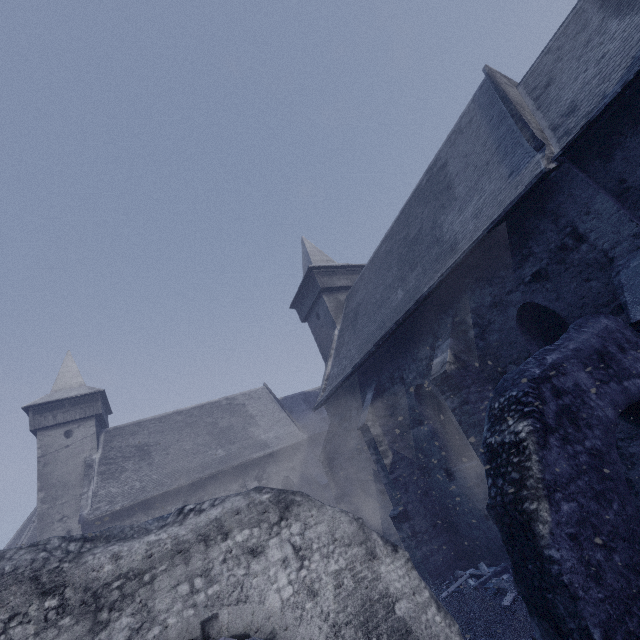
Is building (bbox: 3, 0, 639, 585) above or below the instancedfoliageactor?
above

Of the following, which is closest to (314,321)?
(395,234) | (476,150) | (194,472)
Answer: (395,234)

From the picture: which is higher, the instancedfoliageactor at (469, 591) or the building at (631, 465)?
the building at (631, 465)
